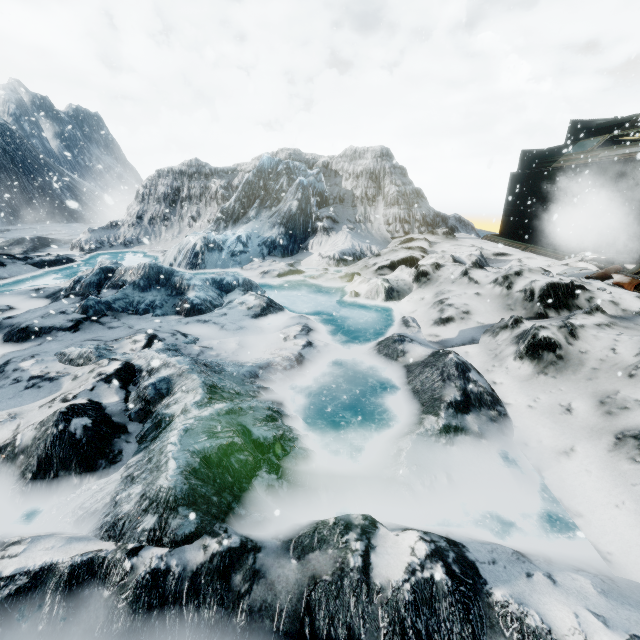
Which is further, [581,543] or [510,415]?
[510,415]
